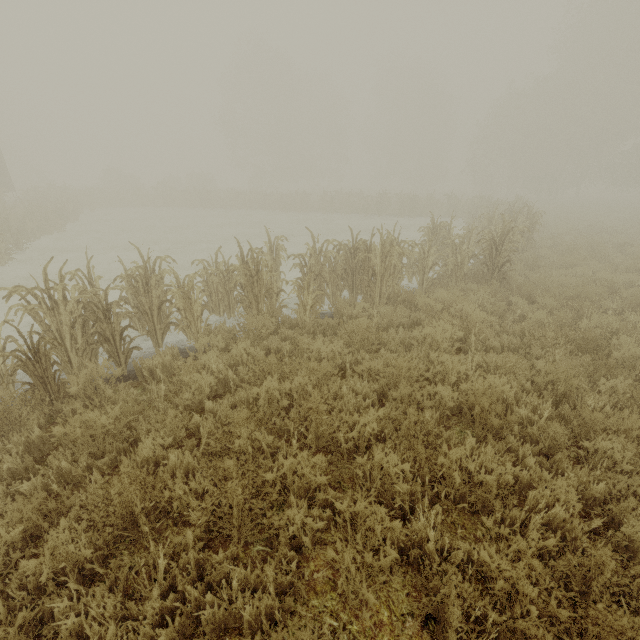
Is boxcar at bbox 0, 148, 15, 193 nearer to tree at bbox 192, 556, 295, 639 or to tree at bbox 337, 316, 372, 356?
tree at bbox 337, 316, 372, 356

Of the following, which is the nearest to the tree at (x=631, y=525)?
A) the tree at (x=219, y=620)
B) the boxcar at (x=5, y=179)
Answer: the tree at (x=219, y=620)

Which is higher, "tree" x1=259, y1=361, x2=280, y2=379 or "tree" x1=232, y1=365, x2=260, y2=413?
"tree" x1=259, y1=361, x2=280, y2=379

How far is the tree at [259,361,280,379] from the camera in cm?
447

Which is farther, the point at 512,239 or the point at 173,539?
the point at 512,239

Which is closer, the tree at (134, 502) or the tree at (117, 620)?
the tree at (117, 620)

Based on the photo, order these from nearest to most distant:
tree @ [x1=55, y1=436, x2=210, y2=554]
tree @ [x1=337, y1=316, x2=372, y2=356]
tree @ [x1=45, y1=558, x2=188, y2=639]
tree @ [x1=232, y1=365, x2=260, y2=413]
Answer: tree @ [x1=45, y1=558, x2=188, y2=639], tree @ [x1=55, y1=436, x2=210, y2=554], tree @ [x1=232, y1=365, x2=260, y2=413], tree @ [x1=337, y1=316, x2=372, y2=356]

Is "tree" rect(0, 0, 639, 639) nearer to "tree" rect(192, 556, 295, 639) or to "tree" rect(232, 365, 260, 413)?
"tree" rect(232, 365, 260, 413)
